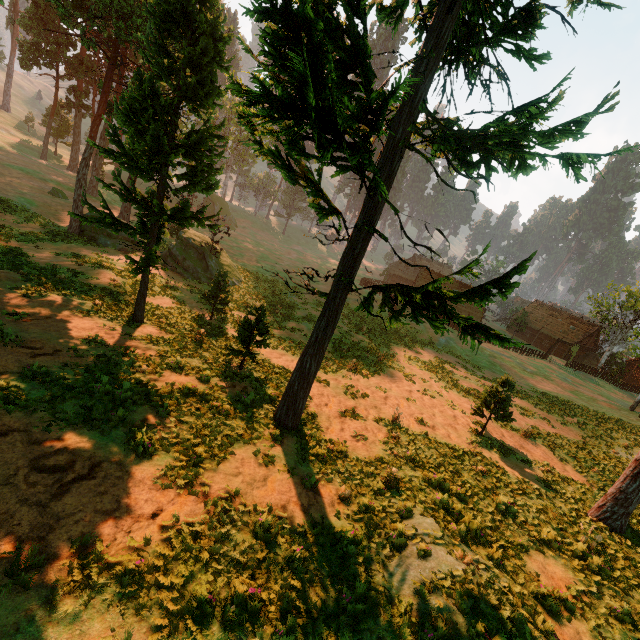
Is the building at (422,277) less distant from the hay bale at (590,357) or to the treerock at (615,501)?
the treerock at (615,501)

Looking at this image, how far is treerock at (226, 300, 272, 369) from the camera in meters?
14.3

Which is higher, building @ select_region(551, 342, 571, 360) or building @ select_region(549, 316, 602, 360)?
building @ select_region(549, 316, 602, 360)

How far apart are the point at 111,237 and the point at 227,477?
27.6m

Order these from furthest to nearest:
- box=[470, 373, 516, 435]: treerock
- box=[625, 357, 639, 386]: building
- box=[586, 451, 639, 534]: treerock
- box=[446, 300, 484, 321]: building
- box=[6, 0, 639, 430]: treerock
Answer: box=[625, 357, 639, 386]: building < box=[446, 300, 484, 321]: building < box=[470, 373, 516, 435]: treerock < box=[586, 451, 639, 534]: treerock < box=[6, 0, 639, 430]: treerock

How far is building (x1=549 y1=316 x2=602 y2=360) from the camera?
56.88m

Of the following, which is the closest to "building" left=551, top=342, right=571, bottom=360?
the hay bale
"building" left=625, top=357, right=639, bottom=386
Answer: the hay bale

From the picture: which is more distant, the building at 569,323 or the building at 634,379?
the building at 634,379
